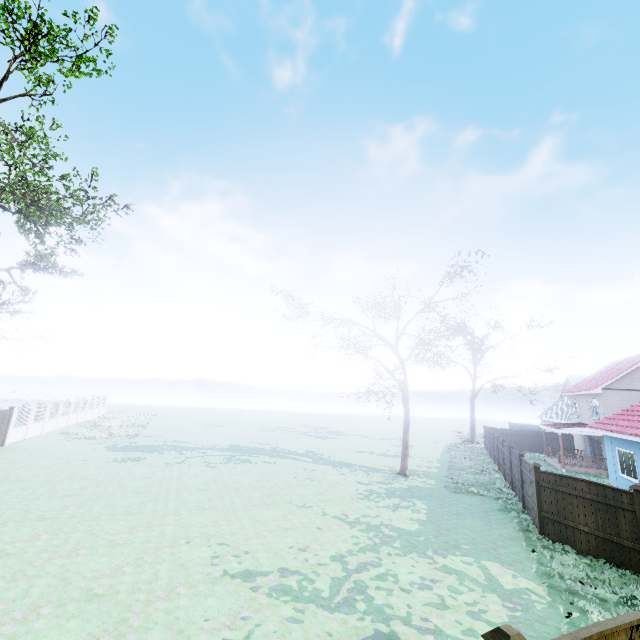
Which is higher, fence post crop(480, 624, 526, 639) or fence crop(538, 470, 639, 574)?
fence post crop(480, 624, 526, 639)

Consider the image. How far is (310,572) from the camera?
8.45m

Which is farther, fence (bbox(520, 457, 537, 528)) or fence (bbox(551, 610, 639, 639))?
fence (bbox(520, 457, 537, 528))

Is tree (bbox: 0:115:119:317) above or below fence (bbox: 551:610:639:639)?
above

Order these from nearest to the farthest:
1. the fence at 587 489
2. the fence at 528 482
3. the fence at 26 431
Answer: the fence at 587 489 < the fence at 528 482 < the fence at 26 431

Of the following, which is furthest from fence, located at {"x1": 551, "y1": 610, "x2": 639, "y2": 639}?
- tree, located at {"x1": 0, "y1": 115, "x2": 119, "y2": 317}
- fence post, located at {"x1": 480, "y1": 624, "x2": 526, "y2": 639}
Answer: tree, located at {"x1": 0, "y1": 115, "x2": 119, "y2": 317}

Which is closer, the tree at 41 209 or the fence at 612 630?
the fence at 612 630
